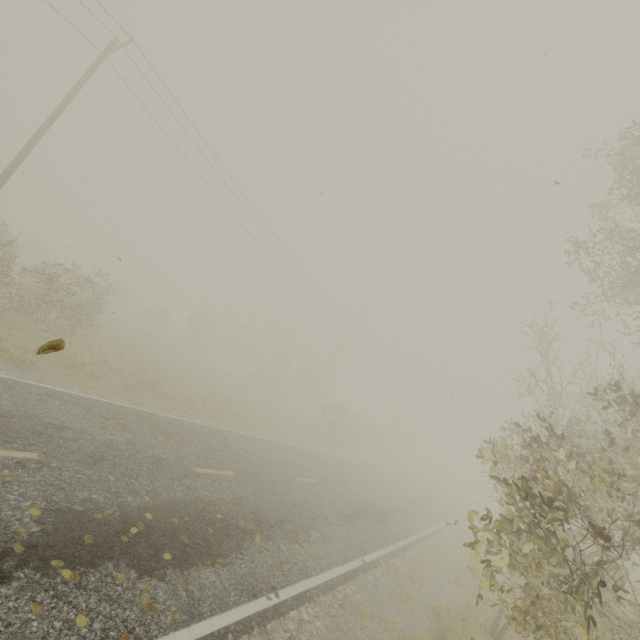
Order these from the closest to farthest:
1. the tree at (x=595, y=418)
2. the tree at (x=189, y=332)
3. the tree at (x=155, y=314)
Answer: the tree at (x=595, y=418) < the tree at (x=189, y=332) < the tree at (x=155, y=314)

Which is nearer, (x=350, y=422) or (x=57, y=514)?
(x=57, y=514)

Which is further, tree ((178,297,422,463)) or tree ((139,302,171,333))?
tree ((139,302,171,333))

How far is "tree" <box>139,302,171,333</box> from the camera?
33.8 meters

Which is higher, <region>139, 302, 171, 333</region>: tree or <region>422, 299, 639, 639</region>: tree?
<region>422, 299, 639, 639</region>: tree

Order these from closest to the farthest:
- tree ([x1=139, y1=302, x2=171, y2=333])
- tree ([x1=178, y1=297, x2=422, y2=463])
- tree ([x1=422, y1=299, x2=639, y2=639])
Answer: tree ([x1=422, y1=299, x2=639, y2=639]) → tree ([x1=178, y1=297, x2=422, y2=463]) → tree ([x1=139, y1=302, x2=171, y2=333])

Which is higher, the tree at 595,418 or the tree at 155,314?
the tree at 595,418
